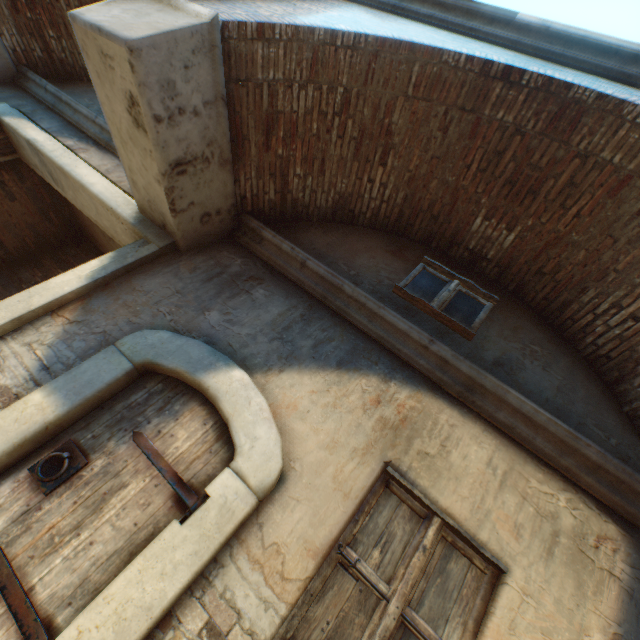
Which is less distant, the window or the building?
the building

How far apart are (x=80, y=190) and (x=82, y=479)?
3.8 meters

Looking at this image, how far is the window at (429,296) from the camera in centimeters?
351cm

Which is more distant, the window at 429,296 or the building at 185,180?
the window at 429,296

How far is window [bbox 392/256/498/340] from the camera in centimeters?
351cm
